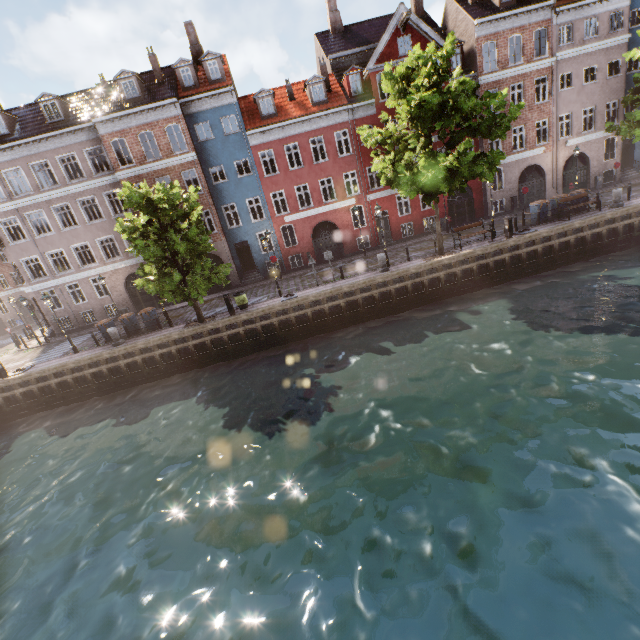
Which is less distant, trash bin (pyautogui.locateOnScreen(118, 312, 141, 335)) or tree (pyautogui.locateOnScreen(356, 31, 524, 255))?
tree (pyautogui.locateOnScreen(356, 31, 524, 255))

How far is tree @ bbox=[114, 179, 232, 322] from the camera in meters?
15.8 m

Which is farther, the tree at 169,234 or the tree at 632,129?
the tree at 632,129

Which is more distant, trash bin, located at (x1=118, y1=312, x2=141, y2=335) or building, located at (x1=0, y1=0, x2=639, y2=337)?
building, located at (x1=0, y1=0, x2=639, y2=337)

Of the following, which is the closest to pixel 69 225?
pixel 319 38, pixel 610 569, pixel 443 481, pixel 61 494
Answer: pixel 319 38

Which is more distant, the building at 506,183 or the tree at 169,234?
the building at 506,183

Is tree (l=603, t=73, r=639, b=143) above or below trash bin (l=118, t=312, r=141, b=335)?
above
